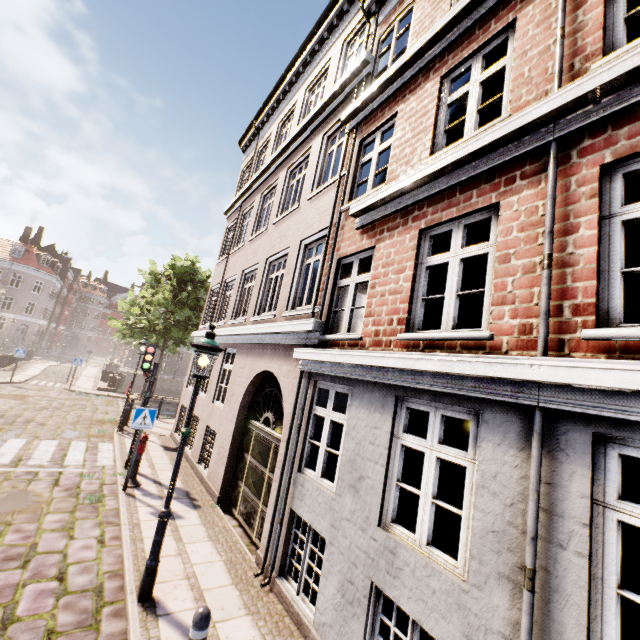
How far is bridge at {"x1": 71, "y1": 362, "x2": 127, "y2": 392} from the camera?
22.2m

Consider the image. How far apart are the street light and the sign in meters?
3.7 m

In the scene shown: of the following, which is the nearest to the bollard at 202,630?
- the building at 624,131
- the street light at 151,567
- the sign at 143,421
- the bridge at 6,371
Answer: the street light at 151,567

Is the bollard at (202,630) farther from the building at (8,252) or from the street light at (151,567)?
the building at (8,252)

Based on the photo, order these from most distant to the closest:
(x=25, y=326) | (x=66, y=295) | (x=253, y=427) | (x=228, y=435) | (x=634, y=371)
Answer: (x=66, y=295), (x=25, y=326), (x=228, y=435), (x=253, y=427), (x=634, y=371)

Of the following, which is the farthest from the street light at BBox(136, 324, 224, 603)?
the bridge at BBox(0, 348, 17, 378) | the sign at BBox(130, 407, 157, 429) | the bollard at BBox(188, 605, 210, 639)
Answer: the bridge at BBox(0, 348, 17, 378)

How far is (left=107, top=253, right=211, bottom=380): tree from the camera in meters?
21.2
